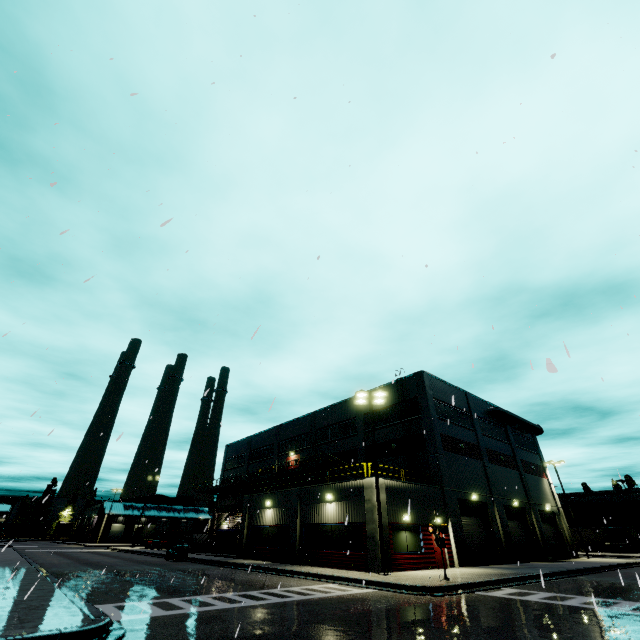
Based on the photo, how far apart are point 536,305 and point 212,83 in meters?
12.2

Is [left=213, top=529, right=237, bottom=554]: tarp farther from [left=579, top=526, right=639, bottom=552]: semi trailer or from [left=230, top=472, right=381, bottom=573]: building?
[left=579, top=526, right=639, bottom=552]: semi trailer

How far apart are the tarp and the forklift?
3.3m

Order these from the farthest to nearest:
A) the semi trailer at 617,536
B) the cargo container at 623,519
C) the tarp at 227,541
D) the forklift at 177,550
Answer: the cargo container at 623,519 → the semi trailer at 617,536 → the tarp at 227,541 → the forklift at 177,550

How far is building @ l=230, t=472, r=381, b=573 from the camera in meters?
19.8 m

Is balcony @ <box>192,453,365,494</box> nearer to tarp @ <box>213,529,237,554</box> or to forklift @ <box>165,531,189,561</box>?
tarp @ <box>213,529,237,554</box>

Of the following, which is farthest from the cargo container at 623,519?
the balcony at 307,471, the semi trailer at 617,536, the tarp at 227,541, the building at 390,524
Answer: the tarp at 227,541

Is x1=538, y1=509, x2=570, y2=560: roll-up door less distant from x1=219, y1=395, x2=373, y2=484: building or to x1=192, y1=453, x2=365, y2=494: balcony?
x1=219, y1=395, x2=373, y2=484: building
